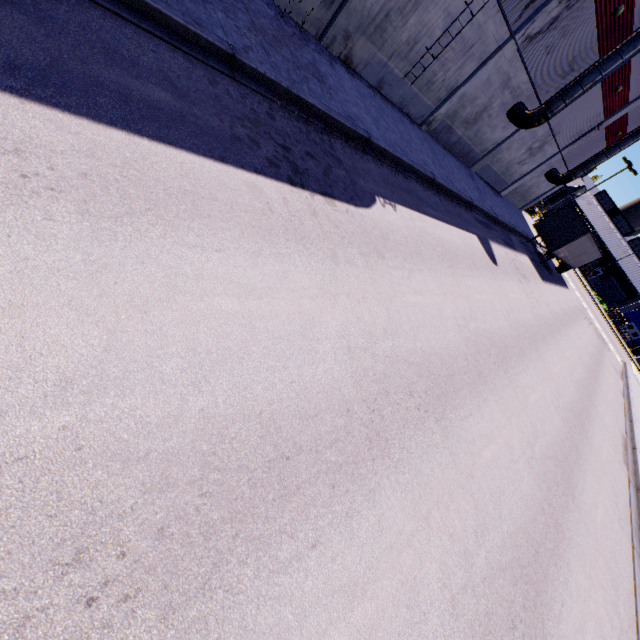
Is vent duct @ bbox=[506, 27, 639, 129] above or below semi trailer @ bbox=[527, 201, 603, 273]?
above

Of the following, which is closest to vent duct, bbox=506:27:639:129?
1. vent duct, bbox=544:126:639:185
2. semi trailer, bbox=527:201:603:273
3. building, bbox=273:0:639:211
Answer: building, bbox=273:0:639:211

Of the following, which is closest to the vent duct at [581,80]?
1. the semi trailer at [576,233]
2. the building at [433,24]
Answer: the building at [433,24]

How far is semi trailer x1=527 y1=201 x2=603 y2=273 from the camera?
23.44m

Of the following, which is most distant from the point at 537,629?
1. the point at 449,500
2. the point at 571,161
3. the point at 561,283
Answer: the point at 571,161

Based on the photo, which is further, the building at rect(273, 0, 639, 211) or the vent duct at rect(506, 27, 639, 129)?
the vent duct at rect(506, 27, 639, 129)

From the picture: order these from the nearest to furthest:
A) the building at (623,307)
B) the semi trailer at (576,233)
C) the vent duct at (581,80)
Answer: the vent duct at (581,80), the semi trailer at (576,233), the building at (623,307)

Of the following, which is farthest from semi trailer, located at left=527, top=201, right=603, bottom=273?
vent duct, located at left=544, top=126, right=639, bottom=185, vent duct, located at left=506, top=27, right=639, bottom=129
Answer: vent duct, located at left=506, top=27, right=639, bottom=129
